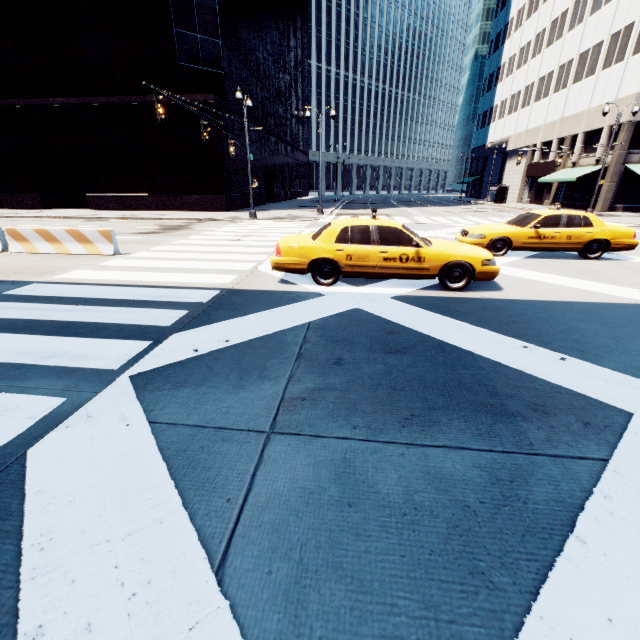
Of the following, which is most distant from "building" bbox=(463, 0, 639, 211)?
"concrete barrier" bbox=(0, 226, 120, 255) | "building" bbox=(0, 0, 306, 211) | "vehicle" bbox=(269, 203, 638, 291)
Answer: "concrete barrier" bbox=(0, 226, 120, 255)

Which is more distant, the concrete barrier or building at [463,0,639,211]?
building at [463,0,639,211]

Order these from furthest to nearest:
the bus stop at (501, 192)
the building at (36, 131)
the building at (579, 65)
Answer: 1. the bus stop at (501, 192)
2. the building at (579, 65)
3. the building at (36, 131)

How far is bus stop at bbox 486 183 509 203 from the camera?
40.19m

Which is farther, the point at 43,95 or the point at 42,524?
the point at 43,95

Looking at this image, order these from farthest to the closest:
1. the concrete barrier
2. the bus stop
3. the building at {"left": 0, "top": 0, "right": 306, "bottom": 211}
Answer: the bus stop, the building at {"left": 0, "top": 0, "right": 306, "bottom": 211}, the concrete barrier

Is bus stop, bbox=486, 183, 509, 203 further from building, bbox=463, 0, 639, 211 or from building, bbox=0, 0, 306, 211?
building, bbox=0, 0, 306, 211

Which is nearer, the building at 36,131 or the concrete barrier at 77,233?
the concrete barrier at 77,233
